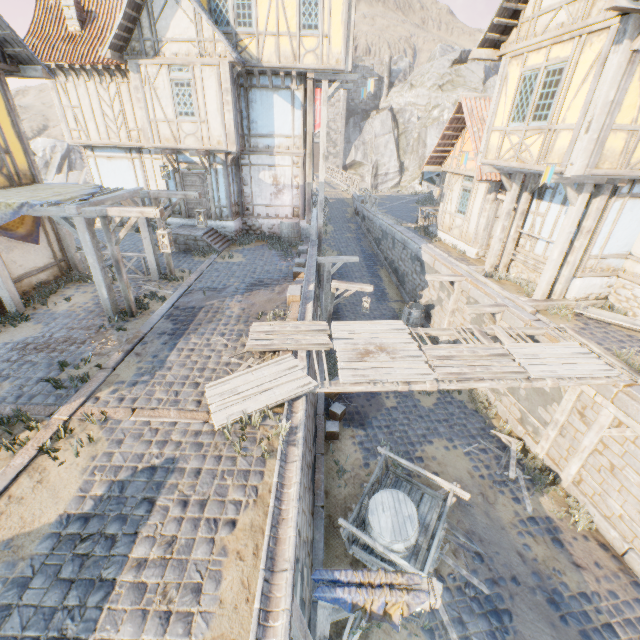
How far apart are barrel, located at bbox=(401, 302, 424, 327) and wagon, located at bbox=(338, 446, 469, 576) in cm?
832

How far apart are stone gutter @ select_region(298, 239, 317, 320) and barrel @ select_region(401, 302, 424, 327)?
4.7 meters

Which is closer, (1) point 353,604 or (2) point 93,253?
(1) point 353,604

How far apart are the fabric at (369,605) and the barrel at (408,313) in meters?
11.5

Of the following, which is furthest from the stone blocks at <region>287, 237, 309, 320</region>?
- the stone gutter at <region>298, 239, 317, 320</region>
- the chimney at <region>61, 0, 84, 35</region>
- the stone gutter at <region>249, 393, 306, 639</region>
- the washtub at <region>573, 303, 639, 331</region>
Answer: the chimney at <region>61, 0, 84, 35</region>

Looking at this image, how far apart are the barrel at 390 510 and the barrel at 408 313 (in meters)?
9.31

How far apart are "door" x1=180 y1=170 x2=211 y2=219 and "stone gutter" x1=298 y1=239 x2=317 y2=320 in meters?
4.8 m

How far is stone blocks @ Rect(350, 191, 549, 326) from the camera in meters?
9.8
